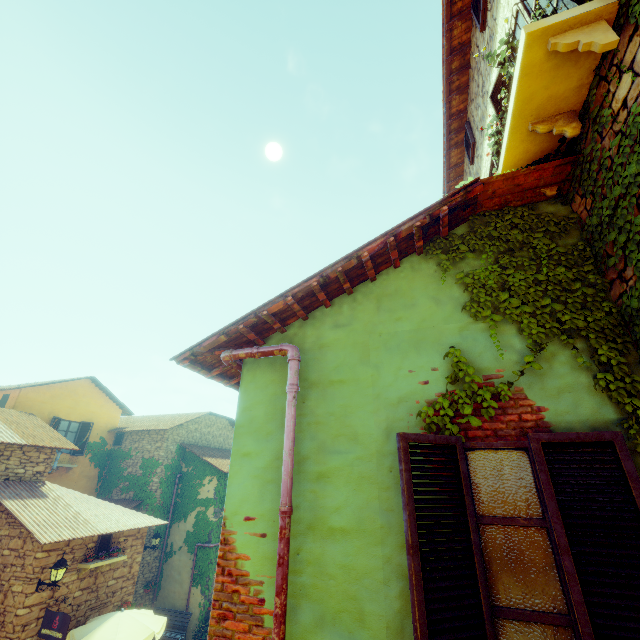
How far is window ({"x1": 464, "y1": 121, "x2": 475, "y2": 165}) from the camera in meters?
6.7 m

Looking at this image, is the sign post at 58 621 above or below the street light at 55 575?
below

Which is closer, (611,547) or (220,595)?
(611,547)

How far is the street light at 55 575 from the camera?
8.8m

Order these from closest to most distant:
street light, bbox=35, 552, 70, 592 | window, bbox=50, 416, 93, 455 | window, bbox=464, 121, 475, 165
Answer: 1. window, bbox=464, 121, 475, 165
2. street light, bbox=35, 552, 70, 592
3. window, bbox=50, 416, 93, 455

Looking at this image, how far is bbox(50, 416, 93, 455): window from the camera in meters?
16.0 m

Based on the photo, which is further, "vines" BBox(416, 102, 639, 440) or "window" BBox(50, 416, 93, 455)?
"window" BBox(50, 416, 93, 455)

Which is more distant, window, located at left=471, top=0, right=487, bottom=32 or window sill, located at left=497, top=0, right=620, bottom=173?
window, located at left=471, top=0, right=487, bottom=32
